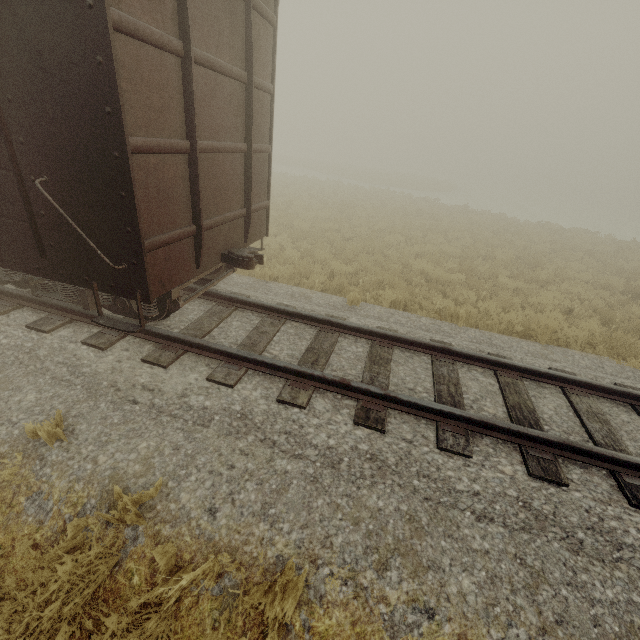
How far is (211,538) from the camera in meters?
2.8
